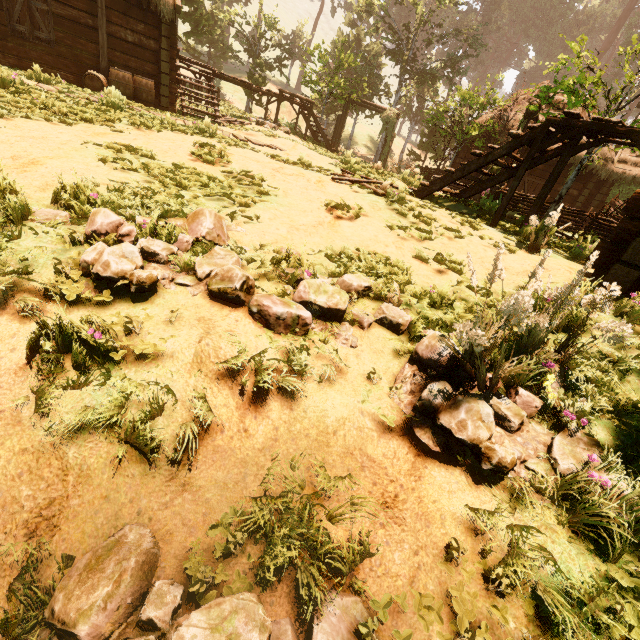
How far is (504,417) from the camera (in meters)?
2.61

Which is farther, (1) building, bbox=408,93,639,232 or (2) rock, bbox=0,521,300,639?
(1) building, bbox=408,93,639,232

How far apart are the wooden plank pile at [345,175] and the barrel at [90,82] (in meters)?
8.29

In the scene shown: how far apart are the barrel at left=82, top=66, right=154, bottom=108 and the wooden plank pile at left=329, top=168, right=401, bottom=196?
8.3m

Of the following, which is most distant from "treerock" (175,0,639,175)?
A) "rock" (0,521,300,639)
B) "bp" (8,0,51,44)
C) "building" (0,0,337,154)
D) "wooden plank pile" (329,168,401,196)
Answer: "bp" (8,0,51,44)

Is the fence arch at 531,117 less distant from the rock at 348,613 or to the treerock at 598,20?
the treerock at 598,20

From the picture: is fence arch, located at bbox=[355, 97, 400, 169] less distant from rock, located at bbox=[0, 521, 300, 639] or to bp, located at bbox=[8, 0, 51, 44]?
rock, located at bbox=[0, 521, 300, 639]

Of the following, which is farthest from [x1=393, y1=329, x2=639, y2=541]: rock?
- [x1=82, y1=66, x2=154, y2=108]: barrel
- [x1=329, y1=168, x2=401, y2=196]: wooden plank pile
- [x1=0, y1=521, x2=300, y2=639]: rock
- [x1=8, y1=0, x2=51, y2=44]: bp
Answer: [x1=8, y1=0, x2=51, y2=44]: bp
